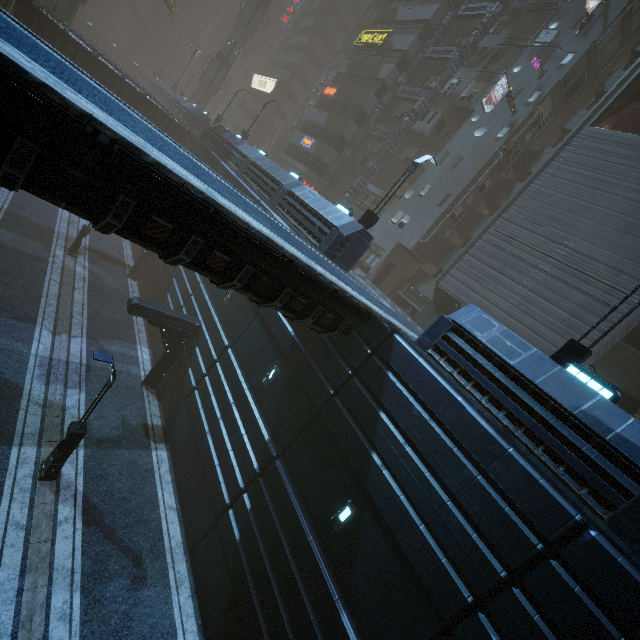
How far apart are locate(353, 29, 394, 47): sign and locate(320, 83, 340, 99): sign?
4.28m

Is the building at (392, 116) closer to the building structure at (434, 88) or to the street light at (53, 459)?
the building structure at (434, 88)

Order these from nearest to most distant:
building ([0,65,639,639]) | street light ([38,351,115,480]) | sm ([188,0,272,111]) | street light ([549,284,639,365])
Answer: building ([0,65,639,639]) → street light ([549,284,639,365]) → street light ([38,351,115,480]) → sm ([188,0,272,111])

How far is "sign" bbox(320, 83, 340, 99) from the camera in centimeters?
3491cm

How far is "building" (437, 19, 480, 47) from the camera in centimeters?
2961cm

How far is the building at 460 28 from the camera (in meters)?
29.61

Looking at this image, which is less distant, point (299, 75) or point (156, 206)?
point (156, 206)

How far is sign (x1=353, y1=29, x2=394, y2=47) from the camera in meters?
31.8
